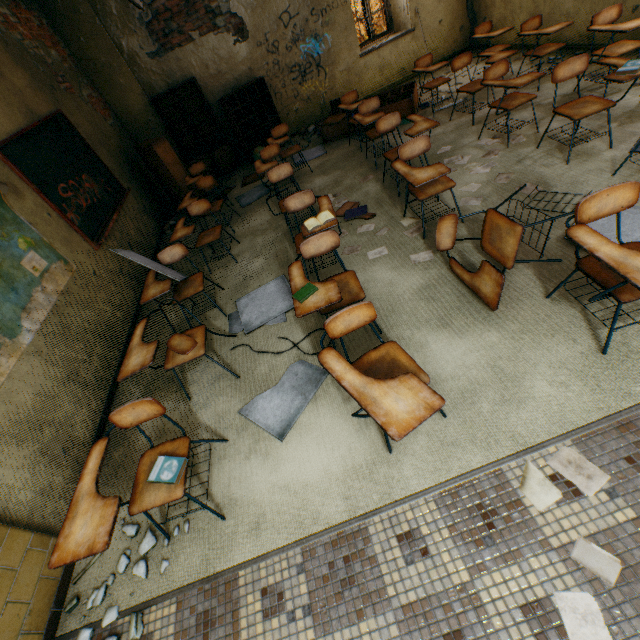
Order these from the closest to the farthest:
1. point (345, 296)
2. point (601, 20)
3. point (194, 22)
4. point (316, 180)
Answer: point (345, 296)
point (601, 20)
point (316, 180)
point (194, 22)

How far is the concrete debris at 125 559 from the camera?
2.07m

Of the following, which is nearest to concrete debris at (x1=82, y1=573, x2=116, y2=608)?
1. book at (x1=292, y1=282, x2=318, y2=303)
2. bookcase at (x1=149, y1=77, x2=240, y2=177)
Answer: book at (x1=292, y1=282, x2=318, y2=303)

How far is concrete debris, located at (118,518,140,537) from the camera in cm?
221

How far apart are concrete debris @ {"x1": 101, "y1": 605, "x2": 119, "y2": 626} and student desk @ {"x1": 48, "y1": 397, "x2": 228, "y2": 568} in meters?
0.1 m

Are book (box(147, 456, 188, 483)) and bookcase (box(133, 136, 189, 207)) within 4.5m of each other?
no

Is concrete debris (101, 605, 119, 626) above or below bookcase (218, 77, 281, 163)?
below

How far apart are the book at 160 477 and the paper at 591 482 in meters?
1.9
